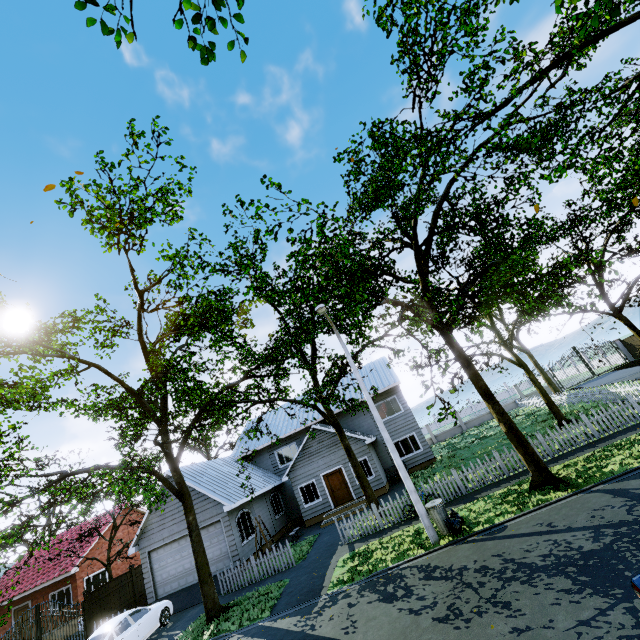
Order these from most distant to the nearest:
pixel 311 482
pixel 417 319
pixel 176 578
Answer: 1. pixel 311 482
2. pixel 176 578
3. pixel 417 319

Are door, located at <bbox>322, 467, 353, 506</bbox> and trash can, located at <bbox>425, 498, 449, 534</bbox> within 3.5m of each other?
no

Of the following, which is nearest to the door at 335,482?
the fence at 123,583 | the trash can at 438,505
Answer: the trash can at 438,505

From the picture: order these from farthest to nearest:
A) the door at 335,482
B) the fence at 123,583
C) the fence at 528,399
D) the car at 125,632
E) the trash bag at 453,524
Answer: the fence at 528,399 → the door at 335,482 → the fence at 123,583 → the car at 125,632 → the trash bag at 453,524

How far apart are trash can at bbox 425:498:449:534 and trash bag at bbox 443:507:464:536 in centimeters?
2cm

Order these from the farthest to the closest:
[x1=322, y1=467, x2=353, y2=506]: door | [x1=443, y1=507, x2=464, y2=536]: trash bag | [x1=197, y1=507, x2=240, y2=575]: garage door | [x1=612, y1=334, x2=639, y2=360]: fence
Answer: [x1=612, y1=334, x2=639, y2=360]: fence → [x1=322, y1=467, x2=353, y2=506]: door → [x1=197, y1=507, x2=240, y2=575]: garage door → [x1=443, y1=507, x2=464, y2=536]: trash bag

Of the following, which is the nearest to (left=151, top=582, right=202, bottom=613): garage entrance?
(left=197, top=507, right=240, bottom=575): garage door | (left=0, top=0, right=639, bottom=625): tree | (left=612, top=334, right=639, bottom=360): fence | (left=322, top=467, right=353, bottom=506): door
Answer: (left=197, top=507, right=240, bottom=575): garage door

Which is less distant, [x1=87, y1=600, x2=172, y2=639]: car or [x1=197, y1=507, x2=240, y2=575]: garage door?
[x1=87, y1=600, x2=172, y2=639]: car
